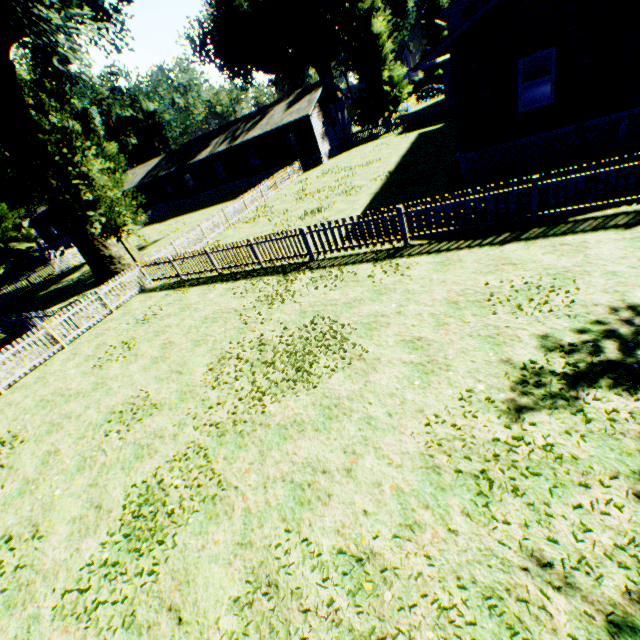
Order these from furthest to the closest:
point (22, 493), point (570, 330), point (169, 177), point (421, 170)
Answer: point (169, 177), point (421, 170), point (22, 493), point (570, 330)

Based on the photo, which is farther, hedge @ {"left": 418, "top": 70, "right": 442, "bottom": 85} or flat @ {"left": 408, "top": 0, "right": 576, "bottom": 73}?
hedge @ {"left": 418, "top": 70, "right": 442, "bottom": 85}

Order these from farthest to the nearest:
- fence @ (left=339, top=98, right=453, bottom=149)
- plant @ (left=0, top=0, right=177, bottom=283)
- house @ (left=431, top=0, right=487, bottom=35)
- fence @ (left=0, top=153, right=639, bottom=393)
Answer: house @ (left=431, top=0, right=487, bottom=35), fence @ (left=339, top=98, right=453, bottom=149), plant @ (left=0, top=0, right=177, bottom=283), fence @ (left=0, top=153, right=639, bottom=393)

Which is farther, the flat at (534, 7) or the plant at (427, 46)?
the plant at (427, 46)

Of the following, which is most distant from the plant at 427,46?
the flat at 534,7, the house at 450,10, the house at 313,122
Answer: the flat at 534,7

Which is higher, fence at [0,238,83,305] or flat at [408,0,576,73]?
flat at [408,0,576,73]

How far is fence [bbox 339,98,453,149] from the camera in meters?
30.2 m

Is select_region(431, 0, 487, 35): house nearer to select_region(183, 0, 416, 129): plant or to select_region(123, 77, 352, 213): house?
select_region(183, 0, 416, 129): plant
